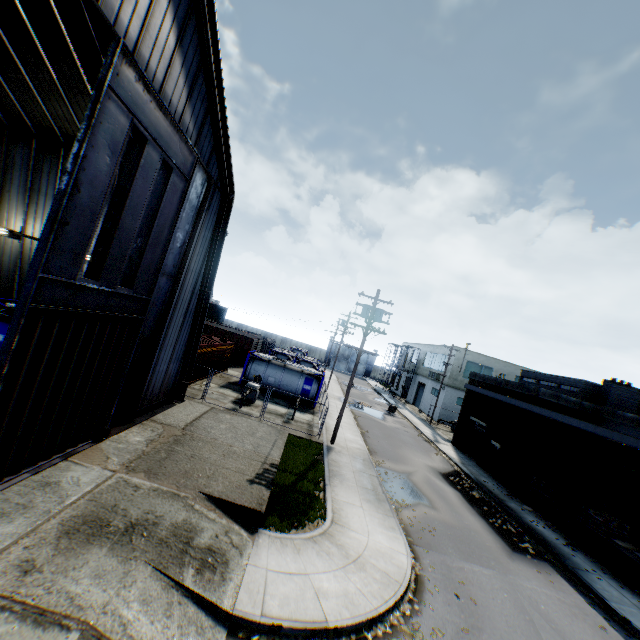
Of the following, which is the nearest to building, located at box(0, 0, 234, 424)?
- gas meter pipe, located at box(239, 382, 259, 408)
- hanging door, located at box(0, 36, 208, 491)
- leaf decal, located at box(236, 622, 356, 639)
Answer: hanging door, located at box(0, 36, 208, 491)

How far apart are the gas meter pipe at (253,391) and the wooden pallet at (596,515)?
19.38m

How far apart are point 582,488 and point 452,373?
23.8m

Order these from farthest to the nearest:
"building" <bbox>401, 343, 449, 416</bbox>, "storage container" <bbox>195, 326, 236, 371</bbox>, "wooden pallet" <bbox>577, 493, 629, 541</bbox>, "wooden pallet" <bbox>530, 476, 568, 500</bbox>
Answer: "building" <bbox>401, 343, 449, 416</bbox> < "storage container" <bbox>195, 326, 236, 371</bbox> < "wooden pallet" <bbox>530, 476, 568, 500</bbox> < "wooden pallet" <bbox>577, 493, 629, 541</bbox>

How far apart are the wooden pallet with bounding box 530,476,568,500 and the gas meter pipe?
18.6m

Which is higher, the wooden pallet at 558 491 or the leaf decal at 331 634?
the wooden pallet at 558 491

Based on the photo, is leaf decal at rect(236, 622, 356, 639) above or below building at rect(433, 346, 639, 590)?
below

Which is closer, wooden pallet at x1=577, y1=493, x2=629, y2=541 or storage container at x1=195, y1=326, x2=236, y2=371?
wooden pallet at x1=577, y1=493, x2=629, y2=541
